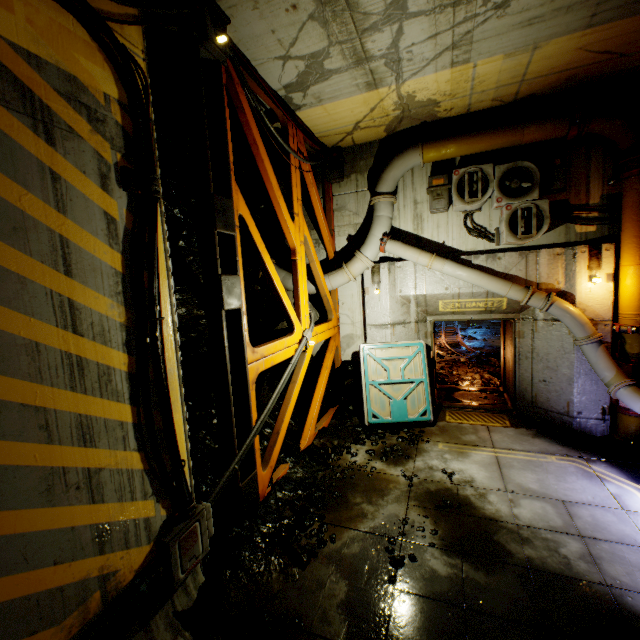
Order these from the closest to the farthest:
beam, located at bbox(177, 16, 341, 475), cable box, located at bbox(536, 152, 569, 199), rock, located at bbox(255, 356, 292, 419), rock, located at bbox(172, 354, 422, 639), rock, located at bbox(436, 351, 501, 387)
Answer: rock, located at bbox(172, 354, 422, 639)
beam, located at bbox(177, 16, 341, 475)
cable box, located at bbox(536, 152, 569, 199)
rock, located at bbox(255, 356, 292, 419)
rock, located at bbox(436, 351, 501, 387)

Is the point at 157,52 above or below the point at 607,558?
above

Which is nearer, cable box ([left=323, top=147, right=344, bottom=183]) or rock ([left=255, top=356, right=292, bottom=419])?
rock ([left=255, top=356, right=292, bottom=419])

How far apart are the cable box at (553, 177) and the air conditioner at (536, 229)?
0.2 meters

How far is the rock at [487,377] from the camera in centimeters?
1030cm

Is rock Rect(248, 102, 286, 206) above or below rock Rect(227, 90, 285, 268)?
above

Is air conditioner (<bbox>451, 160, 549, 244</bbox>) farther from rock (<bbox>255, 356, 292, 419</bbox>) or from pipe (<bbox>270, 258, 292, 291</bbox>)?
rock (<bbox>255, 356, 292, 419</bbox>)

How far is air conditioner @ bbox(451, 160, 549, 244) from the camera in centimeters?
661cm
